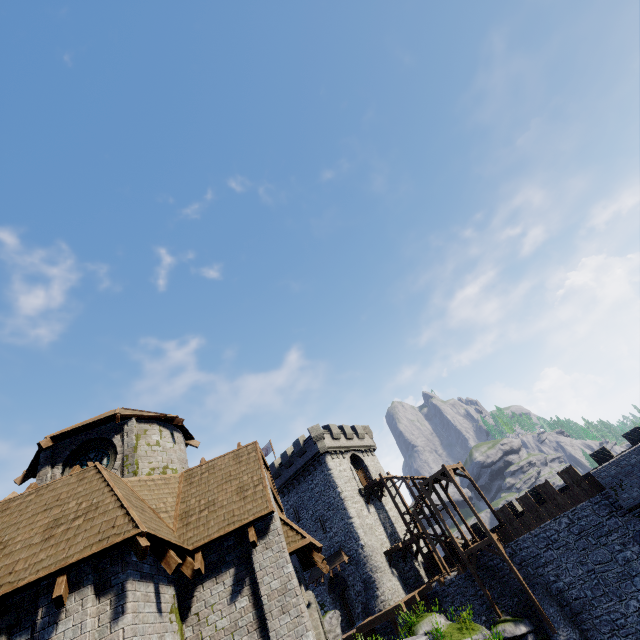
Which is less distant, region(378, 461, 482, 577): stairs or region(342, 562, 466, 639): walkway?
region(342, 562, 466, 639): walkway

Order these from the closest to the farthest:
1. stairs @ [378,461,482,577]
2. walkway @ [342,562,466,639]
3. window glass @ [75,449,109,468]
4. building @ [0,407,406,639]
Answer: building @ [0,407,406,639] → window glass @ [75,449,109,468] → walkway @ [342,562,466,639] → stairs @ [378,461,482,577]

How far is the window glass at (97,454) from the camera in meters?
12.3 m

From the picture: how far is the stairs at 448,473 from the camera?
29.1 meters

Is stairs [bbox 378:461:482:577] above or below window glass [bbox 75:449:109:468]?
below

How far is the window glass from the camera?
12.3m

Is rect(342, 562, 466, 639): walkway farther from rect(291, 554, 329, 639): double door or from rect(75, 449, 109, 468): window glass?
rect(75, 449, 109, 468): window glass

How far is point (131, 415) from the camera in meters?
13.1
